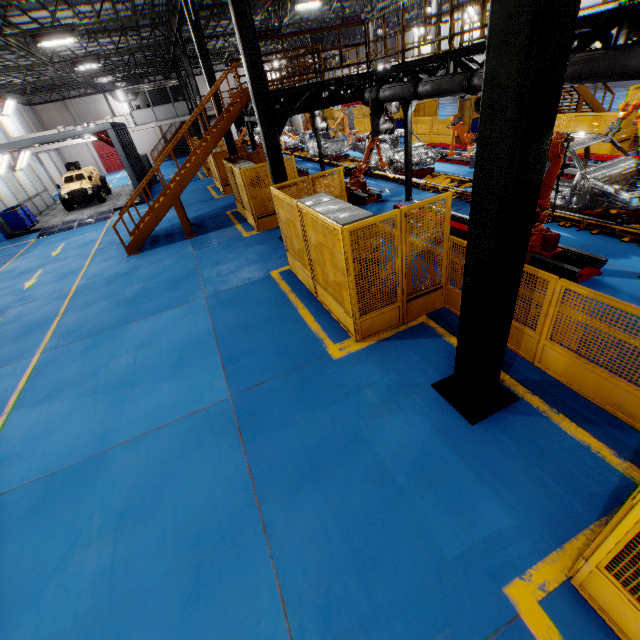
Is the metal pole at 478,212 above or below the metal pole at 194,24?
below

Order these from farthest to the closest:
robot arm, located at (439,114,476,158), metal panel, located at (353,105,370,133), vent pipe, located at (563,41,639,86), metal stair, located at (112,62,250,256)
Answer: metal panel, located at (353,105,370,133)
robot arm, located at (439,114,476,158)
metal stair, located at (112,62,250,256)
vent pipe, located at (563,41,639,86)

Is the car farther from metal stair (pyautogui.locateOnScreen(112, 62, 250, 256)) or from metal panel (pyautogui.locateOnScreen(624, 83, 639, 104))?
metal stair (pyautogui.locateOnScreen(112, 62, 250, 256))

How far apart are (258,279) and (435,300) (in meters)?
4.85

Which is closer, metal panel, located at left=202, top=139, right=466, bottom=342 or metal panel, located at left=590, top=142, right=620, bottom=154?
metal panel, located at left=202, top=139, right=466, bottom=342

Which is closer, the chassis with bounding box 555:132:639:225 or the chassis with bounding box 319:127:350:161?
the chassis with bounding box 555:132:639:225

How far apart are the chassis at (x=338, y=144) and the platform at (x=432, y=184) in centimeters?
1cm

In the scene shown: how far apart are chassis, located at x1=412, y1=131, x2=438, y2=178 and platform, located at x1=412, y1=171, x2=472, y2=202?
0.01m
